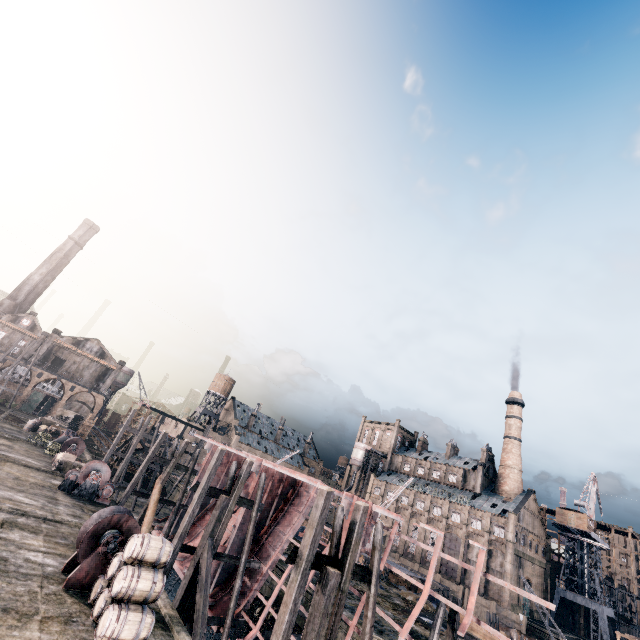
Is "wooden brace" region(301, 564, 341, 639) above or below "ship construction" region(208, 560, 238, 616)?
above

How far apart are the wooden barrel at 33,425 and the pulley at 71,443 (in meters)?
13.88

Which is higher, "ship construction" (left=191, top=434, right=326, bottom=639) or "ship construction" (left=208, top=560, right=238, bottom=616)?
"ship construction" (left=191, top=434, right=326, bottom=639)

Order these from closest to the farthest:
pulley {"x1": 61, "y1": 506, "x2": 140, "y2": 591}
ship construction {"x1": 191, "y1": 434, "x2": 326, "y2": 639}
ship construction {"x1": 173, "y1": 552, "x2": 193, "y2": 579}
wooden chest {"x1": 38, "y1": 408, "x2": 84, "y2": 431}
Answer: pulley {"x1": 61, "y1": 506, "x2": 140, "y2": 591}, ship construction {"x1": 191, "y1": 434, "x2": 326, "y2": 639}, ship construction {"x1": 173, "y1": 552, "x2": 193, "y2": 579}, wooden chest {"x1": 38, "y1": 408, "x2": 84, "y2": 431}

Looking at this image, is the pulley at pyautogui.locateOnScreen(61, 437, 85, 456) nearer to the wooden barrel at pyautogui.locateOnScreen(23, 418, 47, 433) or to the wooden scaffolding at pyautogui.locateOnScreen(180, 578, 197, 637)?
the wooden barrel at pyautogui.locateOnScreen(23, 418, 47, 433)

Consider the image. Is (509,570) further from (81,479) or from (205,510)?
(81,479)

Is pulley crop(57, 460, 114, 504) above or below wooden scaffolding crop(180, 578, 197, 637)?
above

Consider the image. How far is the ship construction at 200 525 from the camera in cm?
2762
